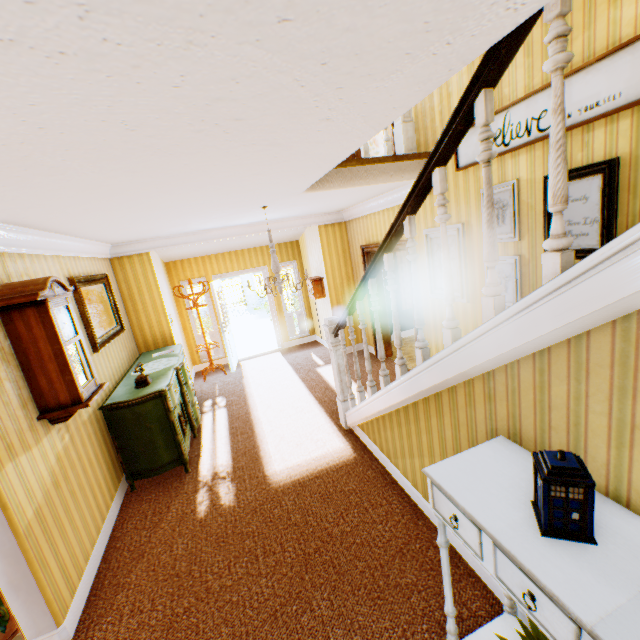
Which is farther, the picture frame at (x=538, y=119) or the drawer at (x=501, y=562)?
the picture frame at (x=538, y=119)

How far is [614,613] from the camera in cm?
97

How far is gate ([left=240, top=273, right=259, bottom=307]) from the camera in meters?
20.2 m

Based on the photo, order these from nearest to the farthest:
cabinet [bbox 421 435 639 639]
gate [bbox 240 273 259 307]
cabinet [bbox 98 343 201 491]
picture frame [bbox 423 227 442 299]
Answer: cabinet [bbox 421 435 639 639]
cabinet [bbox 98 343 201 491]
picture frame [bbox 423 227 442 299]
gate [bbox 240 273 259 307]

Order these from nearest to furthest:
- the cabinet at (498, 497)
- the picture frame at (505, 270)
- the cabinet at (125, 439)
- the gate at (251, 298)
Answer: the cabinet at (498, 497)
the picture frame at (505, 270)
the cabinet at (125, 439)
the gate at (251, 298)

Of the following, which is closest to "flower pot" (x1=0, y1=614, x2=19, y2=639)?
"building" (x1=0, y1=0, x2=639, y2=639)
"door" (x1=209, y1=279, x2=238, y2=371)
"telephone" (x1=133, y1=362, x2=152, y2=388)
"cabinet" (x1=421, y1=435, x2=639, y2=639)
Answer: "building" (x1=0, y1=0, x2=639, y2=639)

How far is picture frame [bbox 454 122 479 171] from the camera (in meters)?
3.45

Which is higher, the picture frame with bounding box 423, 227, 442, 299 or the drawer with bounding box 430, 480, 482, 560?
the picture frame with bounding box 423, 227, 442, 299
